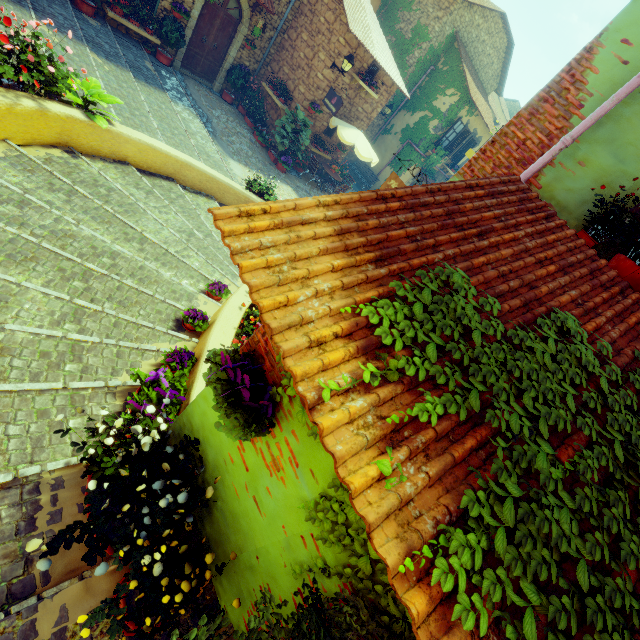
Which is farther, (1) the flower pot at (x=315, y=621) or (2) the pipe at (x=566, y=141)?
(2) the pipe at (x=566, y=141)

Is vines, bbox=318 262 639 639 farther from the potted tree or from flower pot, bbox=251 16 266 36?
flower pot, bbox=251 16 266 36

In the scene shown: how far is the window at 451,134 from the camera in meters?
17.8 m

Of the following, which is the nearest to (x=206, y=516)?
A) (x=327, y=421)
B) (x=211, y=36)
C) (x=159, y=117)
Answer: (x=327, y=421)

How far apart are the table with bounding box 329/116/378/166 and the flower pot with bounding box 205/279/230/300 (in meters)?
9.89

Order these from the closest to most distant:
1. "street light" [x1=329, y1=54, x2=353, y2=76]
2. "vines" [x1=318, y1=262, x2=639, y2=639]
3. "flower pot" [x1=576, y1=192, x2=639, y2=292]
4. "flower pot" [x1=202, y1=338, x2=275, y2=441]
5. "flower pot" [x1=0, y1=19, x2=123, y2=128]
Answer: "vines" [x1=318, y1=262, x2=639, y2=639] → "flower pot" [x1=202, y1=338, x2=275, y2=441] → "flower pot" [x1=576, y1=192, x2=639, y2=292] → "flower pot" [x1=0, y1=19, x2=123, y2=128] → "street light" [x1=329, y1=54, x2=353, y2=76]

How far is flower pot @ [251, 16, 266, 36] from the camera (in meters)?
11.15

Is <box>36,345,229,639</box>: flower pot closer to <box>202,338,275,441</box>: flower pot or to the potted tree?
<box>202,338,275,441</box>: flower pot
